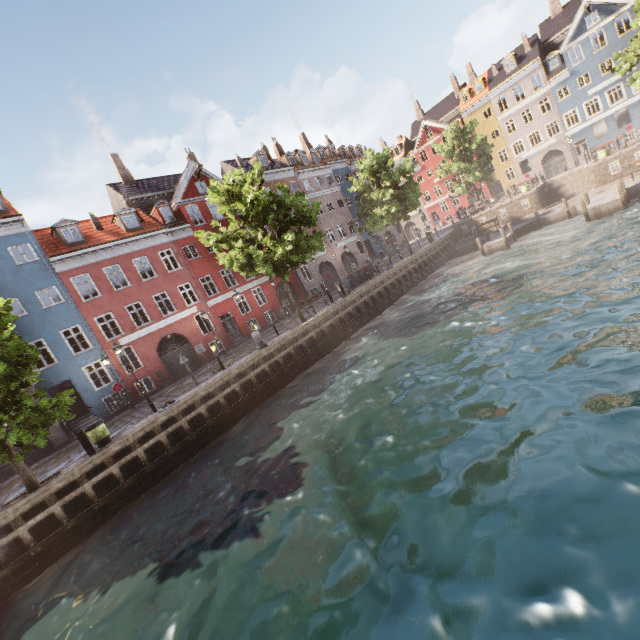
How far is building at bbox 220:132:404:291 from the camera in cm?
3400

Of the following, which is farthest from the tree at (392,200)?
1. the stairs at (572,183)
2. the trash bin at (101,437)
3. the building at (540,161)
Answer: the stairs at (572,183)

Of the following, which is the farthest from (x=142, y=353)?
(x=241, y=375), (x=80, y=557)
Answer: (x=80, y=557)

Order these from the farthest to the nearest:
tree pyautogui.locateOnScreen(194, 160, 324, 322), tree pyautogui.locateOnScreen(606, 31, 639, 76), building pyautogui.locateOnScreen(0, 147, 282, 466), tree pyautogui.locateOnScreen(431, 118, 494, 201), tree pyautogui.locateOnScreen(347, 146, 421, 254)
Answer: tree pyautogui.locateOnScreen(431, 118, 494, 201) → tree pyautogui.locateOnScreen(347, 146, 421, 254) → tree pyautogui.locateOnScreen(606, 31, 639, 76) → building pyautogui.locateOnScreen(0, 147, 282, 466) → tree pyautogui.locateOnScreen(194, 160, 324, 322)

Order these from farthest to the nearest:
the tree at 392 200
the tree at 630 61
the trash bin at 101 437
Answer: the tree at 392 200, the tree at 630 61, the trash bin at 101 437

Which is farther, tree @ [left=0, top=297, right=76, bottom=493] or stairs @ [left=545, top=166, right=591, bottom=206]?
stairs @ [left=545, top=166, right=591, bottom=206]

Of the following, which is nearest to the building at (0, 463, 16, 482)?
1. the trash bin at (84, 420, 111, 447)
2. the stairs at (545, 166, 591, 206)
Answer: the trash bin at (84, 420, 111, 447)

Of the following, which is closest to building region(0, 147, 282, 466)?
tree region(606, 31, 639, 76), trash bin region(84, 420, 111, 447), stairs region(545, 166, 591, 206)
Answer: tree region(606, 31, 639, 76)
